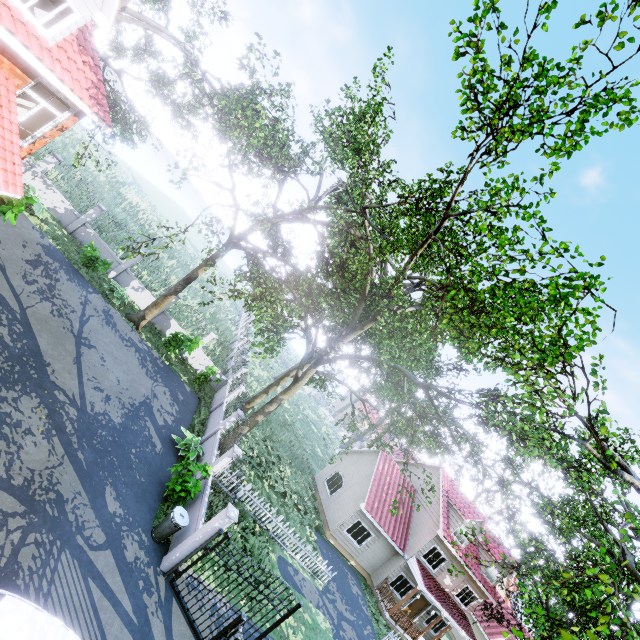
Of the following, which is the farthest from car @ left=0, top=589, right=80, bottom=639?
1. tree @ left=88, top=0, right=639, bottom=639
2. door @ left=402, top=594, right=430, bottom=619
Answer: door @ left=402, top=594, right=430, bottom=619

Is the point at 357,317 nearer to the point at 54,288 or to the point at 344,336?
the point at 344,336

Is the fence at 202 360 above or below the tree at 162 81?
below

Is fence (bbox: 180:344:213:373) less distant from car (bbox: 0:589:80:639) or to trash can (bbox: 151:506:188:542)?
trash can (bbox: 151:506:188:542)

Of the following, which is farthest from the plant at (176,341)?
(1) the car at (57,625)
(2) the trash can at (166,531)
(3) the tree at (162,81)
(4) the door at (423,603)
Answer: (4) the door at (423,603)

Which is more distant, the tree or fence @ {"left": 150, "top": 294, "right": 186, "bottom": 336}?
fence @ {"left": 150, "top": 294, "right": 186, "bottom": 336}

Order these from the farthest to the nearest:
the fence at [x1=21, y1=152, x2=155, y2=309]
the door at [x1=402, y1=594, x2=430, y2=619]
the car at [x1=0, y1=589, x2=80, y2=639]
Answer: the door at [x1=402, y1=594, x2=430, y2=619] < the fence at [x1=21, y1=152, x2=155, y2=309] < the car at [x1=0, y1=589, x2=80, y2=639]

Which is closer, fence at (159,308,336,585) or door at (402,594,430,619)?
fence at (159,308,336,585)
